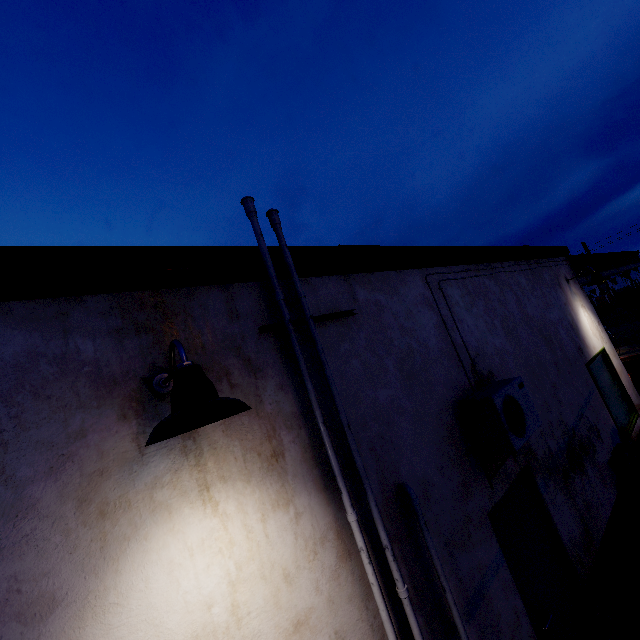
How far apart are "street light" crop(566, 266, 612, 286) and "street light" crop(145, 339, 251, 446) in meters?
8.4 m

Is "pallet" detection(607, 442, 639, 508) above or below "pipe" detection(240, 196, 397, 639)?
below

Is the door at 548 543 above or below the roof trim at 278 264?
below

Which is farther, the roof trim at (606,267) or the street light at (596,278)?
the street light at (596,278)

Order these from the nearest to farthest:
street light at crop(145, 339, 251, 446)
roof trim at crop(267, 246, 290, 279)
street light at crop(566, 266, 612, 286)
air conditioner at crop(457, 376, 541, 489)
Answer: street light at crop(145, 339, 251, 446), roof trim at crop(267, 246, 290, 279), air conditioner at crop(457, 376, 541, 489), street light at crop(566, 266, 612, 286)

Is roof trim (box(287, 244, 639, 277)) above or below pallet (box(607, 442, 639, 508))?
above

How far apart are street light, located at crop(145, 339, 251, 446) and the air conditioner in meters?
2.5 m

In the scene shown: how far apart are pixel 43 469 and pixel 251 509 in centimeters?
106cm
